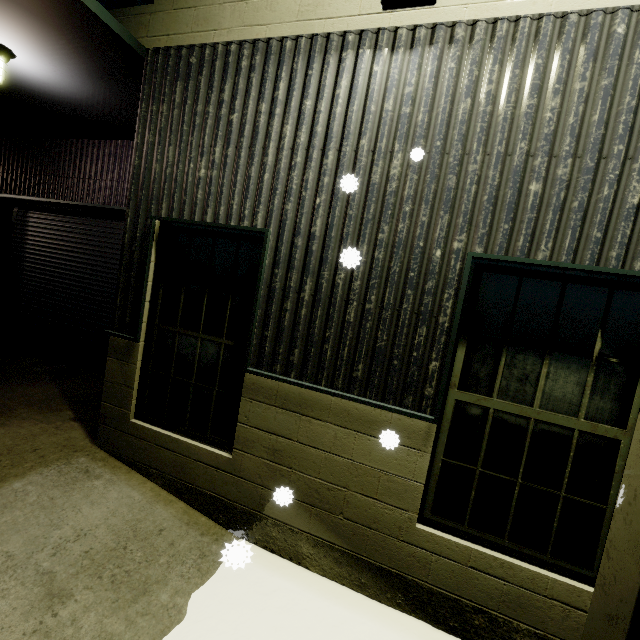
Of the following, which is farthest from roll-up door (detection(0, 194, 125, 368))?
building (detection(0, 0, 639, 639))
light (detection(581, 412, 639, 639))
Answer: light (detection(581, 412, 639, 639))

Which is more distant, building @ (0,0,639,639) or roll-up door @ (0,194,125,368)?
roll-up door @ (0,194,125,368)

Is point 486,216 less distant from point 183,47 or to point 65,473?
point 183,47

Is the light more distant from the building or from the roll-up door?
the roll-up door

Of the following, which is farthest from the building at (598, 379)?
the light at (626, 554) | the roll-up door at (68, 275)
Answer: the light at (626, 554)

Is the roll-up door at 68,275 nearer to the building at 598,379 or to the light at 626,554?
the building at 598,379
